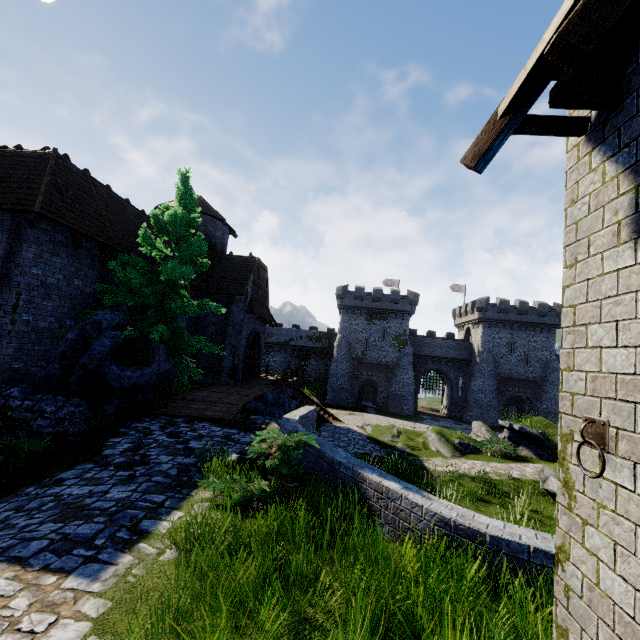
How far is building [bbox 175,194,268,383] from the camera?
21.0 meters

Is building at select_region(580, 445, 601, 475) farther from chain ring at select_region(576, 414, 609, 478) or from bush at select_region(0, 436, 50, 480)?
bush at select_region(0, 436, 50, 480)

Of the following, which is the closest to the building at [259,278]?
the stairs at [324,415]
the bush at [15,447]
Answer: the stairs at [324,415]

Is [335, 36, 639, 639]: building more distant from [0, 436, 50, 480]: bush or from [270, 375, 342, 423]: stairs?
[270, 375, 342, 423]: stairs

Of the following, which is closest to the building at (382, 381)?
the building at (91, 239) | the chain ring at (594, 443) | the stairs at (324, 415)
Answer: the building at (91, 239)

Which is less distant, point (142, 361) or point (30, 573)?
point (30, 573)

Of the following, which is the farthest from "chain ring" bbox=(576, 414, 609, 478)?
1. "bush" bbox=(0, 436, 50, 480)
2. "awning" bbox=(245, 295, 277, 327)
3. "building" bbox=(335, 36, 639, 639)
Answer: "awning" bbox=(245, 295, 277, 327)

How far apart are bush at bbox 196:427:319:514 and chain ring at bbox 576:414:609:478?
3.97m
